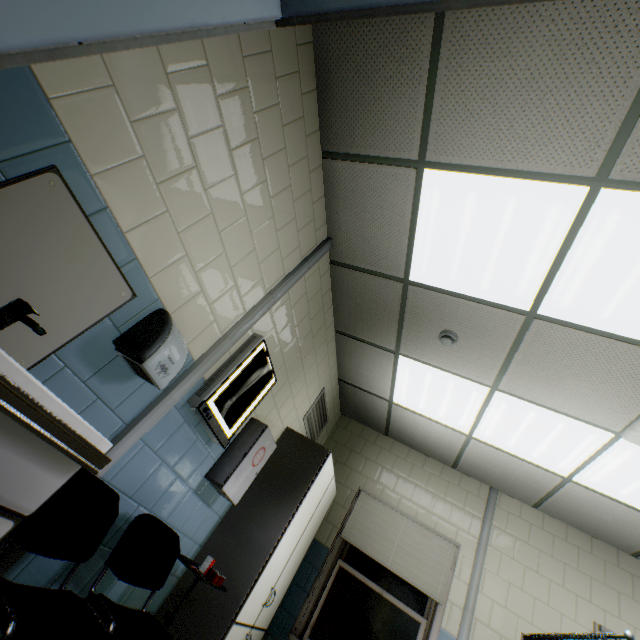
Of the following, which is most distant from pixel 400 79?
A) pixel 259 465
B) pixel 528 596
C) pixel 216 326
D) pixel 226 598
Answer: pixel 528 596

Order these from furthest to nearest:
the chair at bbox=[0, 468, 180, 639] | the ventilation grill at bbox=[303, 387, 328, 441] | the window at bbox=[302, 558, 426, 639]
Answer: the ventilation grill at bbox=[303, 387, 328, 441] < the window at bbox=[302, 558, 426, 639] < the chair at bbox=[0, 468, 180, 639]

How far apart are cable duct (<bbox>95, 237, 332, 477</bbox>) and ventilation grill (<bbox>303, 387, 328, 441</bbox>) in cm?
191

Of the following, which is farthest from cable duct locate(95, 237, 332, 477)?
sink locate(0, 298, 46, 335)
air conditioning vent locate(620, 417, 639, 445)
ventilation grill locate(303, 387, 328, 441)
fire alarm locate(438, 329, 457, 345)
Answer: air conditioning vent locate(620, 417, 639, 445)

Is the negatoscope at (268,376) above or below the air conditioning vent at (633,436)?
below

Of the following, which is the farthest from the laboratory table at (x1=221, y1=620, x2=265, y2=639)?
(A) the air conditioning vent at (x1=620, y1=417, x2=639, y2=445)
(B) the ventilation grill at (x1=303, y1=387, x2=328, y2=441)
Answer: (A) the air conditioning vent at (x1=620, y1=417, x2=639, y2=445)

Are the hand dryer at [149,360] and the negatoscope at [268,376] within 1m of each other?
yes

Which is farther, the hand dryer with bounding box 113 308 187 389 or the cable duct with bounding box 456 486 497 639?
the cable duct with bounding box 456 486 497 639
